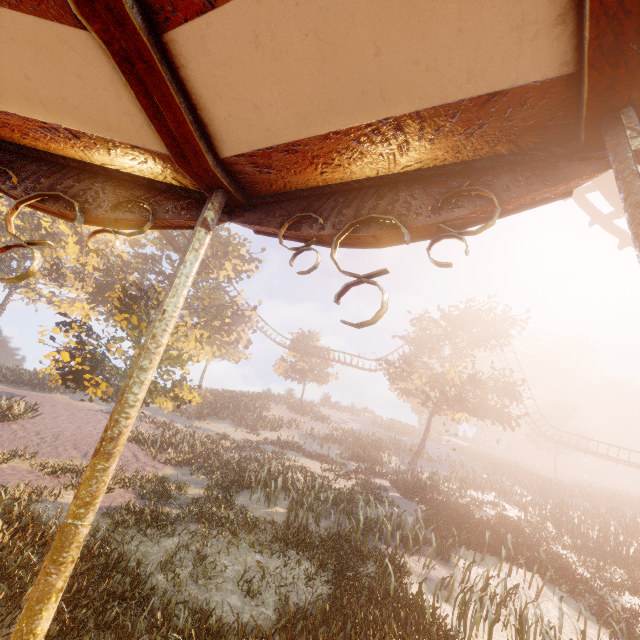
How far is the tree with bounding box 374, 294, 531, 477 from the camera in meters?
23.6

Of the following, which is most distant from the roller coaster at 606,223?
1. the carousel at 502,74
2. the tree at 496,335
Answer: the tree at 496,335

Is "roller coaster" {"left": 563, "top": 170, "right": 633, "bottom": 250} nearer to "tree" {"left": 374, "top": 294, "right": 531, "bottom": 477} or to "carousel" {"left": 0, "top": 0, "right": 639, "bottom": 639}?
"carousel" {"left": 0, "top": 0, "right": 639, "bottom": 639}

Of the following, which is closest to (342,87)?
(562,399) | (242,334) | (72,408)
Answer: (72,408)

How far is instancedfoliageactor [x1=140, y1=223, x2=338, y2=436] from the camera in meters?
12.3 m

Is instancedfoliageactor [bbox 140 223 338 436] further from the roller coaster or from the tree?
the tree

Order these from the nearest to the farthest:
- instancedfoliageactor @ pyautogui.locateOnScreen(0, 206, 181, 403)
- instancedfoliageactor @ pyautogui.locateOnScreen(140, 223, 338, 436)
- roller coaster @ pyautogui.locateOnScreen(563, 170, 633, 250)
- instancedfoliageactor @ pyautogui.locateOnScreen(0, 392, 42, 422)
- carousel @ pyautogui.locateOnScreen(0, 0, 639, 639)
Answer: carousel @ pyautogui.locateOnScreen(0, 0, 639, 639)
roller coaster @ pyautogui.locateOnScreen(563, 170, 633, 250)
instancedfoliageactor @ pyautogui.locateOnScreen(0, 206, 181, 403)
instancedfoliageactor @ pyautogui.locateOnScreen(140, 223, 338, 436)
instancedfoliageactor @ pyautogui.locateOnScreen(0, 392, 42, 422)

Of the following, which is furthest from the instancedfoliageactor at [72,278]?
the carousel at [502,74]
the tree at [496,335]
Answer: the tree at [496,335]
